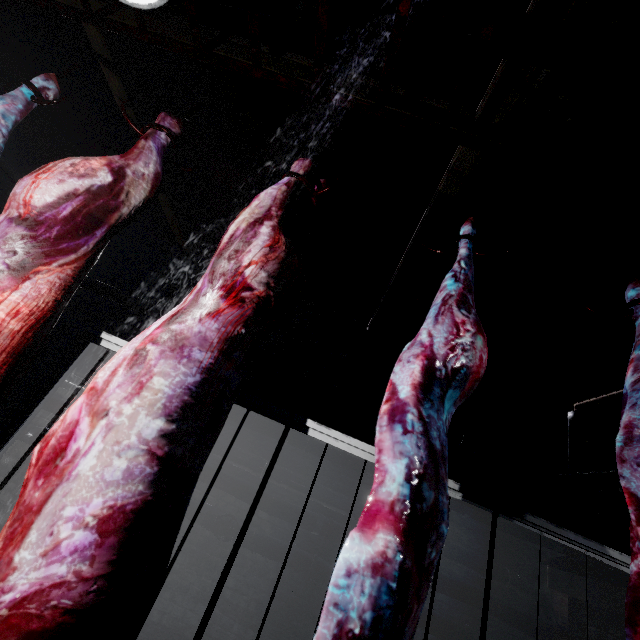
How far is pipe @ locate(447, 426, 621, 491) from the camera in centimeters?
355cm

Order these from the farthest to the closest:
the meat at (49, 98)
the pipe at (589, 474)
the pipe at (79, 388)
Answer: the pipe at (79, 388) < the pipe at (589, 474) < the meat at (49, 98)

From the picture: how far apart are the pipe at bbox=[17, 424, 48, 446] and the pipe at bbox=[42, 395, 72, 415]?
0.11m

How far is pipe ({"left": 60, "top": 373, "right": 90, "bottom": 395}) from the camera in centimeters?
405cm

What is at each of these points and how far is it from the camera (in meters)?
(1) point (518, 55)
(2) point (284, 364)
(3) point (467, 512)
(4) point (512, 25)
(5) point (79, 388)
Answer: (1) pipe, 1.72
(2) pipe, 4.48
(3) pipe, 3.82
(4) pipe, 1.66
(5) pipe, 4.04

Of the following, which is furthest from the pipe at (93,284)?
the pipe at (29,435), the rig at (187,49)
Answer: the pipe at (29,435)
